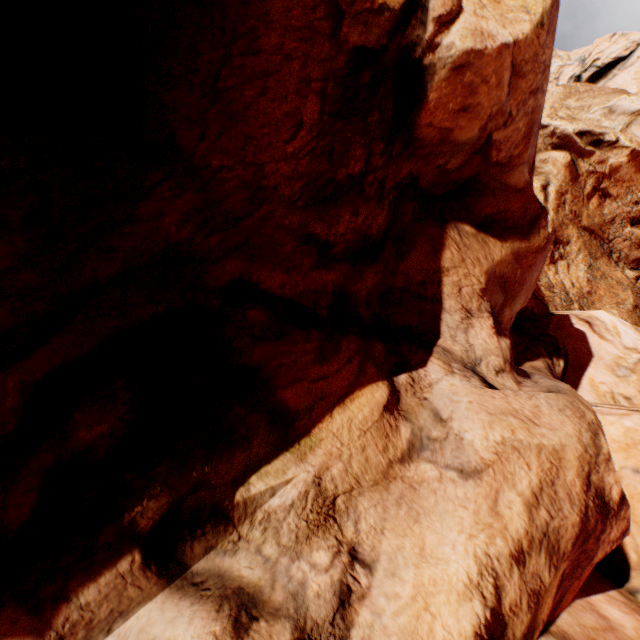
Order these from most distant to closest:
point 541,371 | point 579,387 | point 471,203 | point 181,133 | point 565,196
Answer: point 565,196 < point 579,387 < point 541,371 < point 471,203 < point 181,133
